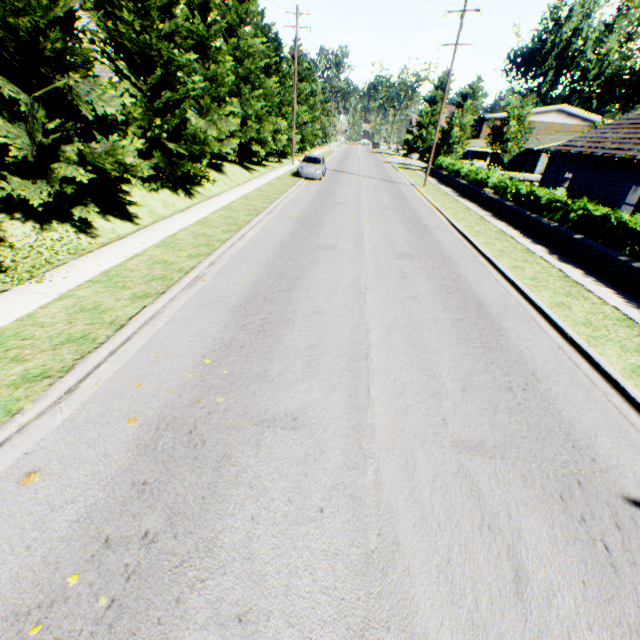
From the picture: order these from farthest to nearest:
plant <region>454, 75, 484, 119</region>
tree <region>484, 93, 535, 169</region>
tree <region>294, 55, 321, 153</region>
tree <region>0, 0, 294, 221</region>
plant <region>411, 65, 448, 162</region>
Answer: plant <region>411, 65, 448, 162</region>, tree <region>294, 55, 321, 153</region>, plant <region>454, 75, 484, 119</region>, tree <region>484, 93, 535, 169</region>, tree <region>0, 0, 294, 221</region>

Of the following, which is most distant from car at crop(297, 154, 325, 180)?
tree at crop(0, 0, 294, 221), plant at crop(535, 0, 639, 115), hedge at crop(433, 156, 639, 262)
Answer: plant at crop(535, 0, 639, 115)

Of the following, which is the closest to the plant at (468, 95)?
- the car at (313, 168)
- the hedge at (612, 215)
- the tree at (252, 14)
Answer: the tree at (252, 14)

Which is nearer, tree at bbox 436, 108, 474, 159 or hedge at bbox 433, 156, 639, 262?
hedge at bbox 433, 156, 639, 262

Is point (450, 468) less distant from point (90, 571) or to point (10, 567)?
point (90, 571)

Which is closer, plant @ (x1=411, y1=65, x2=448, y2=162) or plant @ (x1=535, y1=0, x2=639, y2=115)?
plant @ (x1=535, y1=0, x2=639, y2=115)

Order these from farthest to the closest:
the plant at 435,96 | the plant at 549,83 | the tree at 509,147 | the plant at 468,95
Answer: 1. the plant at 435,96
2. the plant at 549,83
3. the plant at 468,95
4. the tree at 509,147

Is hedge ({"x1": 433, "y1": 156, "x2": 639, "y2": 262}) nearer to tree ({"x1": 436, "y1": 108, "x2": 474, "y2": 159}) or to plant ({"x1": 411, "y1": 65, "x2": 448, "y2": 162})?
tree ({"x1": 436, "y1": 108, "x2": 474, "y2": 159})
